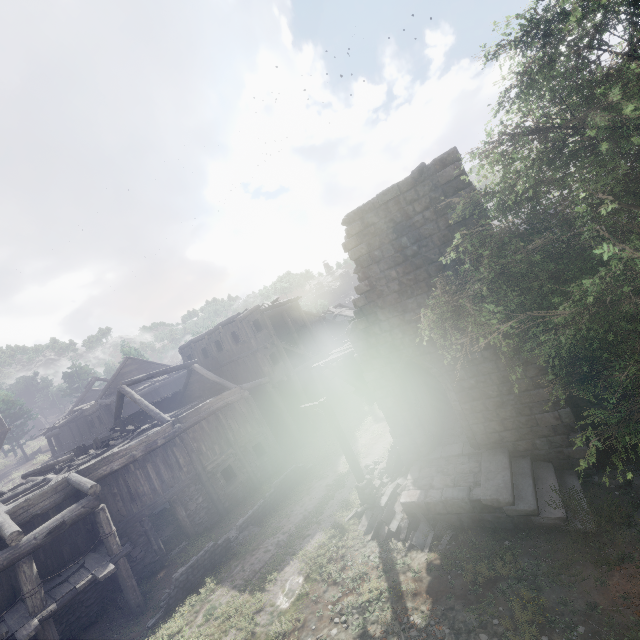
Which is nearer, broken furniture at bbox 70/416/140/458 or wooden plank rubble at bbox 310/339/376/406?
wooden plank rubble at bbox 310/339/376/406

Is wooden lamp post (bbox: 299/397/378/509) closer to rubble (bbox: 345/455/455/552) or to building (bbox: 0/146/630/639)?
rubble (bbox: 345/455/455/552)

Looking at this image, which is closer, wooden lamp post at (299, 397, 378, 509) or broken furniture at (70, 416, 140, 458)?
wooden lamp post at (299, 397, 378, 509)

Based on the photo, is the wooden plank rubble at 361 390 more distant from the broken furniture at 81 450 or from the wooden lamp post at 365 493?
the broken furniture at 81 450

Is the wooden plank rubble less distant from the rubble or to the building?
the building

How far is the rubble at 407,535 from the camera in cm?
991

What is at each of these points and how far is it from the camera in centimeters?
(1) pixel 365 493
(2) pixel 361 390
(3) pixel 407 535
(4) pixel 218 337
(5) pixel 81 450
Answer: (1) wooden lamp post, 1222cm
(2) wooden plank rubble, 1364cm
(3) rubble, 1034cm
(4) building, 2509cm
(5) broken furniture, 1783cm

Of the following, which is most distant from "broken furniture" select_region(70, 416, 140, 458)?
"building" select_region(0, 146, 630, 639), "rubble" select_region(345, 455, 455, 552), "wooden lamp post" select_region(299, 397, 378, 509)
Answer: "rubble" select_region(345, 455, 455, 552)
